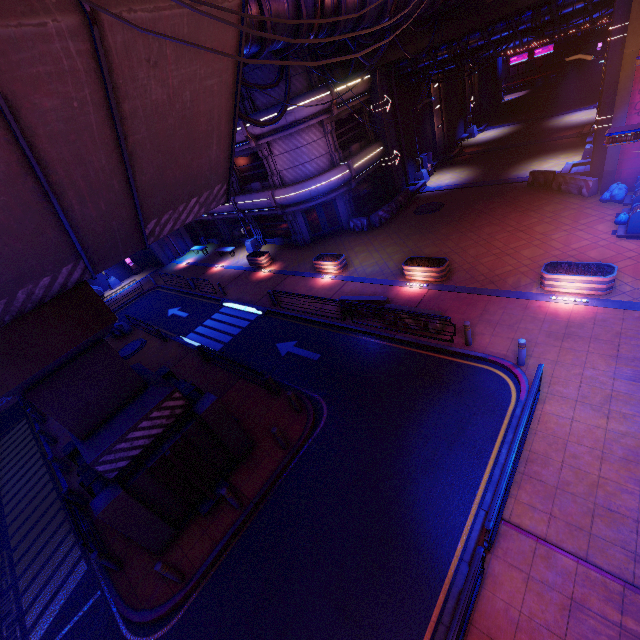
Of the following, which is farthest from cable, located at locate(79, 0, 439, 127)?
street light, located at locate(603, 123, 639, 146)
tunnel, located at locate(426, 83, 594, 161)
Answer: tunnel, located at locate(426, 83, 594, 161)

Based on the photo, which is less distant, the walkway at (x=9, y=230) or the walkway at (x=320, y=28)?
the walkway at (x=9, y=230)

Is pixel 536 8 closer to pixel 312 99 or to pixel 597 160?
pixel 597 160

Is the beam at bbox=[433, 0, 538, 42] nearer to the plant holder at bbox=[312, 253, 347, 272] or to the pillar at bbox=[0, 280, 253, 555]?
the plant holder at bbox=[312, 253, 347, 272]

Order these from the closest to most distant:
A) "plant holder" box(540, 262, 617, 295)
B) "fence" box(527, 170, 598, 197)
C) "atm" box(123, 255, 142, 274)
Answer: "plant holder" box(540, 262, 617, 295), "fence" box(527, 170, 598, 197), "atm" box(123, 255, 142, 274)

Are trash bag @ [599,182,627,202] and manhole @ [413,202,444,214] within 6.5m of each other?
no

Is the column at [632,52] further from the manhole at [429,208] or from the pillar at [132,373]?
the pillar at [132,373]

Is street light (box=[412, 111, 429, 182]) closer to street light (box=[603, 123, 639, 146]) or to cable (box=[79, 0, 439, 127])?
cable (box=[79, 0, 439, 127])
